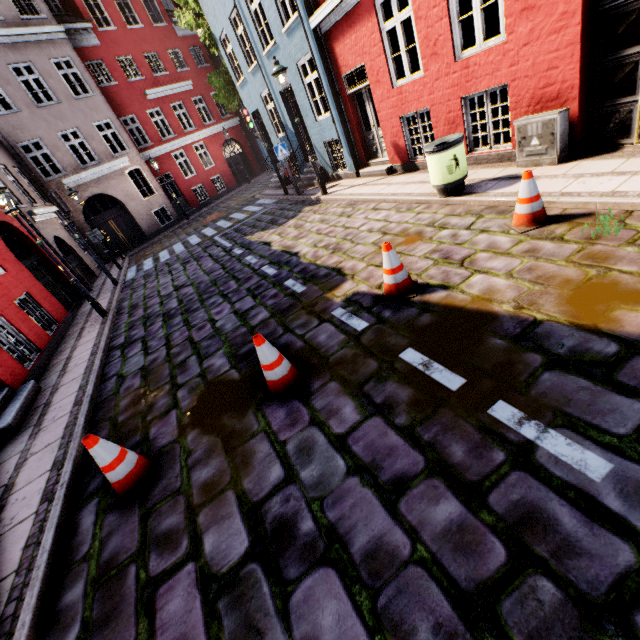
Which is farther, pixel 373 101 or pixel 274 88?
pixel 274 88

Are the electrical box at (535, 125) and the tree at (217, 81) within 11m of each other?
no

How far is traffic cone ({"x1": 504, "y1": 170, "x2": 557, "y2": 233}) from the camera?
4.4 meters

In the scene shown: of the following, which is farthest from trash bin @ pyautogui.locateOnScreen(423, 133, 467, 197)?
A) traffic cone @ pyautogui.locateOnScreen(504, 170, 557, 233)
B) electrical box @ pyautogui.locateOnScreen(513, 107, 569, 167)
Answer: traffic cone @ pyautogui.locateOnScreen(504, 170, 557, 233)

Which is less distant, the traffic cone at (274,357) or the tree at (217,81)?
the traffic cone at (274,357)

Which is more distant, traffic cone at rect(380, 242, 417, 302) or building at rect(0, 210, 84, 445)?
building at rect(0, 210, 84, 445)

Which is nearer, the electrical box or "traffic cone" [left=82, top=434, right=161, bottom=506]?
"traffic cone" [left=82, top=434, right=161, bottom=506]

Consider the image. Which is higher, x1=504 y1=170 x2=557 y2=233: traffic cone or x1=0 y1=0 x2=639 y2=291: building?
x1=0 y1=0 x2=639 y2=291: building
